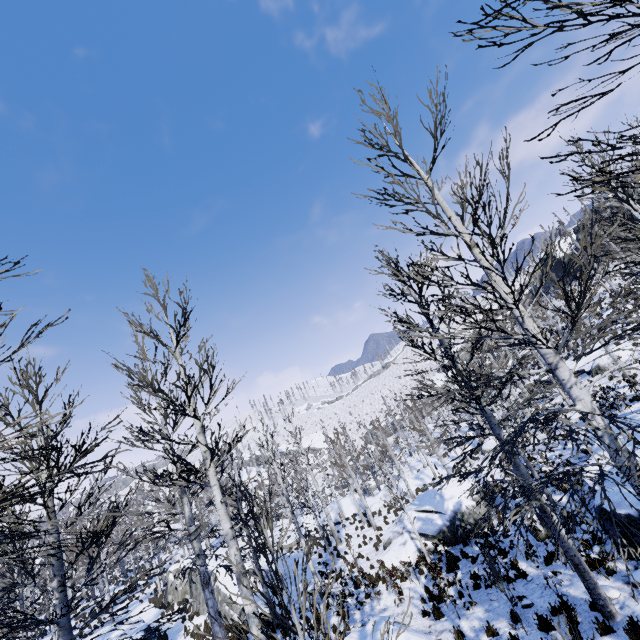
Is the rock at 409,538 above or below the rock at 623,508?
below

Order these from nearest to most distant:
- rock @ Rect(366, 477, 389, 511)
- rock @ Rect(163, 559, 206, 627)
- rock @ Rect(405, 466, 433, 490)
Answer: rock @ Rect(163, 559, 206, 627) < rock @ Rect(366, 477, 389, 511) < rock @ Rect(405, 466, 433, 490)

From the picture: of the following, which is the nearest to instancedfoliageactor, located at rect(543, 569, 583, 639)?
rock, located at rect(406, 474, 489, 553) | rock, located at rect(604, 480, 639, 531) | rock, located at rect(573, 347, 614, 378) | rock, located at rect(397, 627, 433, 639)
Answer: rock, located at rect(604, 480, 639, 531)

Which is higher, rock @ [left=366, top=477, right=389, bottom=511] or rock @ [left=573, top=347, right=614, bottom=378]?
rock @ [left=573, top=347, right=614, bottom=378]

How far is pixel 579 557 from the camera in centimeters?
741cm

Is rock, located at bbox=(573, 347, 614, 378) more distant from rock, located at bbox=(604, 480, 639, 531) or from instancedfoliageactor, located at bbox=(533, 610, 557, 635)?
instancedfoliageactor, located at bbox=(533, 610, 557, 635)

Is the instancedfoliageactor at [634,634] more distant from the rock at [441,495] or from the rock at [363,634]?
the rock at [363,634]
